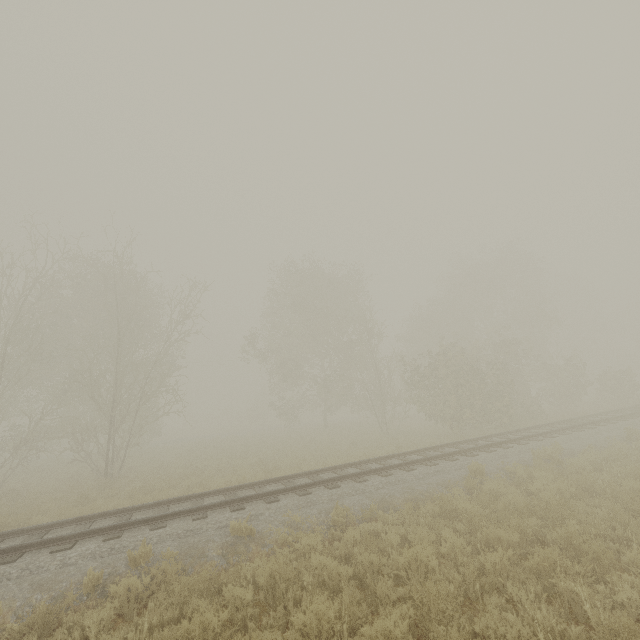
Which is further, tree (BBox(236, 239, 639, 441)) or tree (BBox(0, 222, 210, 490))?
tree (BBox(236, 239, 639, 441))

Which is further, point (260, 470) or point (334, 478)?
point (260, 470)

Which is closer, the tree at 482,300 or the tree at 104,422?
the tree at 104,422
